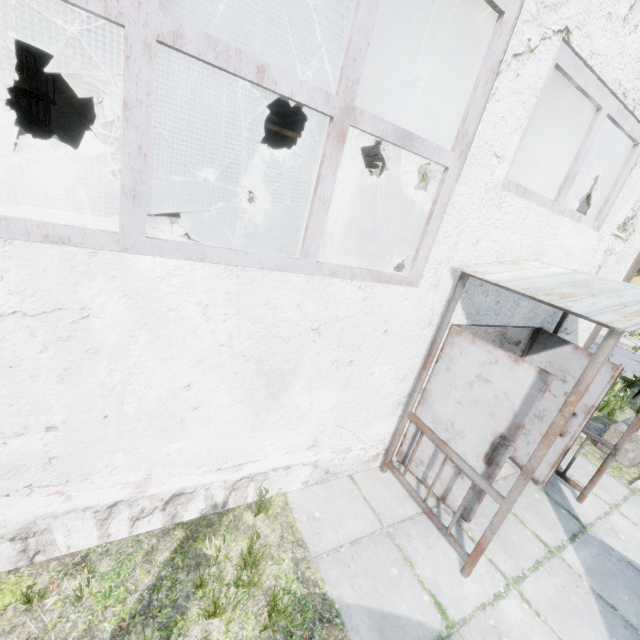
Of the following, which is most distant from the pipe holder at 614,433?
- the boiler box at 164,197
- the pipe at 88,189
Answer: the pipe at 88,189

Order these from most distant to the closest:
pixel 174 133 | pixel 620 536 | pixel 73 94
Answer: pixel 174 133 → pixel 73 94 → pixel 620 536

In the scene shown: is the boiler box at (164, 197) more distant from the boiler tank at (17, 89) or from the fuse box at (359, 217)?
the fuse box at (359, 217)

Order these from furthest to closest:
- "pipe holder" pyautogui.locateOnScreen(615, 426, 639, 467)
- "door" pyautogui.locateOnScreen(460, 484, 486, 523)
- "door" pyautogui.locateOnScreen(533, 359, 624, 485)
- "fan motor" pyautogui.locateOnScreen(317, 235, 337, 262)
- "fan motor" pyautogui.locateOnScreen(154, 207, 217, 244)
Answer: "fan motor" pyautogui.locateOnScreen(317, 235, 337, 262)
"fan motor" pyautogui.locateOnScreen(154, 207, 217, 244)
"pipe holder" pyautogui.locateOnScreen(615, 426, 639, 467)
"door" pyautogui.locateOnScreen(533, 359, 624, 485)
"door" pyautogui.locateOnScreen(460, 484, 486, 523)

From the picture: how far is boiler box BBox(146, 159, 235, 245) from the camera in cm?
891

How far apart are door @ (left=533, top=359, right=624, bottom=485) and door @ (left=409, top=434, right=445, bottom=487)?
1.7m

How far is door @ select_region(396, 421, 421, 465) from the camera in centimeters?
448cm

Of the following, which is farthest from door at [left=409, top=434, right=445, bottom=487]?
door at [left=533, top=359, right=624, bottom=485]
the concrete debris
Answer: the concrete debris
